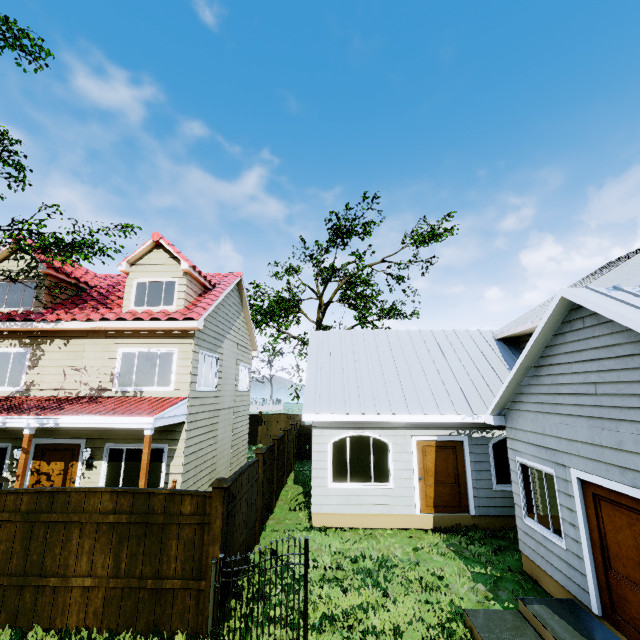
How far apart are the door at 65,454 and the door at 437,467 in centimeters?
1045cm

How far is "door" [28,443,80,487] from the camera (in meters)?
9.84

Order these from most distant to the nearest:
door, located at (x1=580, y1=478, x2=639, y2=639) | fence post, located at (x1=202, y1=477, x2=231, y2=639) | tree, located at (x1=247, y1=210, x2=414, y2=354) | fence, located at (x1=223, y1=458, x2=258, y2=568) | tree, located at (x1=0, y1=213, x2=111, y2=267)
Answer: tree, located at (x1=247, y1=210, x2=414, y2=354) → tree, located at (x1=0, y1=213, x2=111, y2=267) → fence, located at (x1=223, y1=458, x2=258, y2=568) → fence post, located at (x1=202, y1=477, x2=231, y2=639) → door, located at (x1=580, y1=478, x2=639, y2=639)

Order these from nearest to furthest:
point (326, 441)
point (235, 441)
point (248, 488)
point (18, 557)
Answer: point (18, 557) < point (248, 488) < point (326, 441) < point (235, 441)

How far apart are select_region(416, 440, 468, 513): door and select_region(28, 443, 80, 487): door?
10.45m

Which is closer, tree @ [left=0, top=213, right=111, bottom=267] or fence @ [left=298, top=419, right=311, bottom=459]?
tree @ [left=0, top=213, right=111, bottom=267]

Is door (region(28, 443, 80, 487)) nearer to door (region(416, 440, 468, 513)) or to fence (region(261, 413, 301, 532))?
fence (region(261, 413, 301, 532))

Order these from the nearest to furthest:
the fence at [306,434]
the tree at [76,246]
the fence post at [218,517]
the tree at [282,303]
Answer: the fence post at [218,517], the tree at [76,246], the fence at [306,434], the tree at [282,303]
